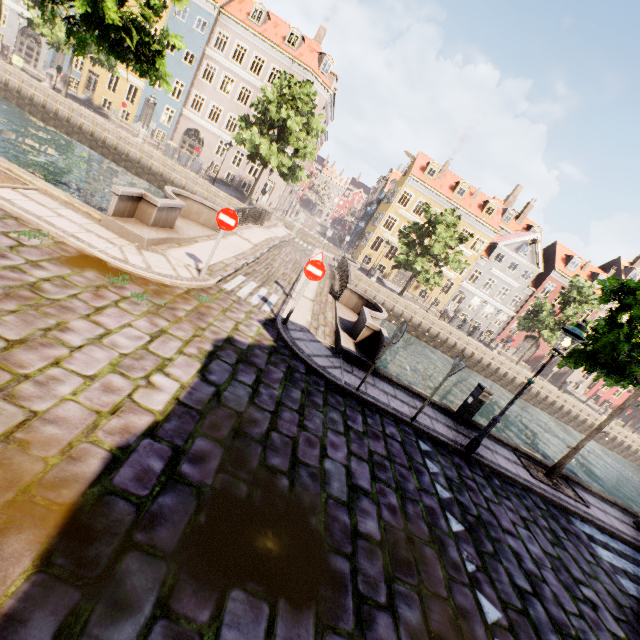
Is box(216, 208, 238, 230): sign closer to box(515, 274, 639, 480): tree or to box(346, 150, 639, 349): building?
box(515, 274, 639, 480): tree

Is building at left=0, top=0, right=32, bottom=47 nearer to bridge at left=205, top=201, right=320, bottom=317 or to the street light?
bridge at left=205, top=201, right=320, bottom=317

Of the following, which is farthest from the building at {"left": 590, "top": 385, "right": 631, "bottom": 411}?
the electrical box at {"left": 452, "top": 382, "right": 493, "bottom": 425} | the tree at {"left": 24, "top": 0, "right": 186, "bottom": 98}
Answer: the electrical box at {"left": 452, "top": 382, "right": 493, "bottom": 425}

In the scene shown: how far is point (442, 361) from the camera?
27.2m

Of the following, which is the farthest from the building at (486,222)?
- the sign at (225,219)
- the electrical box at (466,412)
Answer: the sign at (225,219)

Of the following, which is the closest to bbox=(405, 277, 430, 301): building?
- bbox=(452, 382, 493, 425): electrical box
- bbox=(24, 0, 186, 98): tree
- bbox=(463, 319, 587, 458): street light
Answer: bbox=(24, 0, 186, 98): tree

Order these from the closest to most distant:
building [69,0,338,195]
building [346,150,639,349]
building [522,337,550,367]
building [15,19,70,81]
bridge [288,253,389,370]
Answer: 1. bridge [288,253,389,370]
2. building [69,0,338,195]
3. building [15,19,70,81]
4. building [346,150,639,349]
5. building [522,337,550,367]

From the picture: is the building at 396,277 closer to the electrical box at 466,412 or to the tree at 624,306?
the tree at 624,306
